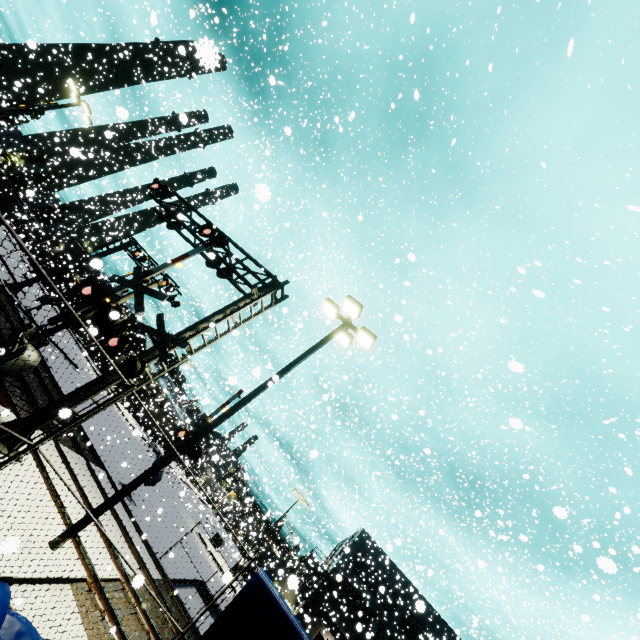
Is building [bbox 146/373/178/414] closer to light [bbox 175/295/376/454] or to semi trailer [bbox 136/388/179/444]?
semi trailer [bbox 136/388/179/444]

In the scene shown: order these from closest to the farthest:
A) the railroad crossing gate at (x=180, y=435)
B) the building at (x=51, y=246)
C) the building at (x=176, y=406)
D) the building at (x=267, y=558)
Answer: the building at (x=267, y=558) → the railroad crossing gate at (x=180, y=435) → the building at (x=176, y=406) → the building at (x=51, y=246)

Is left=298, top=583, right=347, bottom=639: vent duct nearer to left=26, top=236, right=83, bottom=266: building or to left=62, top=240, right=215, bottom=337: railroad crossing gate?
left=26, top=236, right=83, bottom=266: building

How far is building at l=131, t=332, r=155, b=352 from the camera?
47.35m

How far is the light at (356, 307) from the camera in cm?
876

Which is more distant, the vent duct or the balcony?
the vent duct

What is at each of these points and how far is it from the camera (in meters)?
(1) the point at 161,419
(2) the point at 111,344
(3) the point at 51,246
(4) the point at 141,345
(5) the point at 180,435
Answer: (1) semi trailer, 49.16
(2) railroad crossing overhang, 9.20
(3) building, 58.59
(4) building, 45.47
(5) railroad crossing gate, 17.69

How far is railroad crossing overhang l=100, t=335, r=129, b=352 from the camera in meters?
9.1
